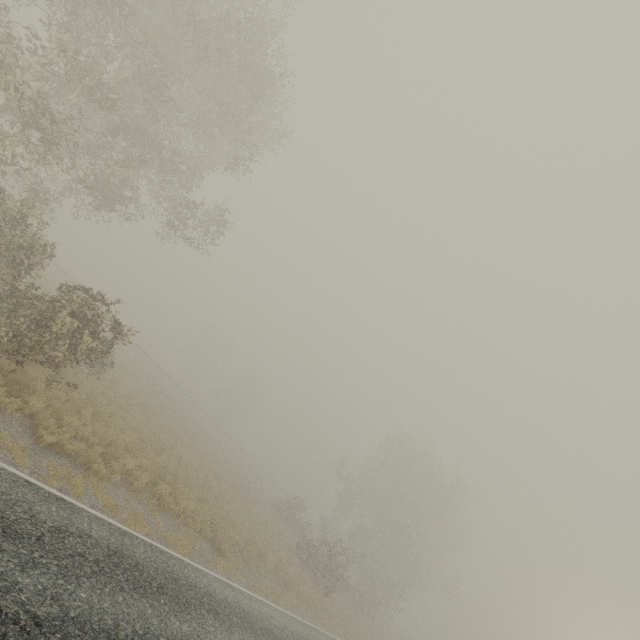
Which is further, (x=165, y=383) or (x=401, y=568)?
(x=401, y=568)

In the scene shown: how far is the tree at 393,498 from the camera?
28.6 meters

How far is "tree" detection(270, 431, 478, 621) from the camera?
28.6 meters
